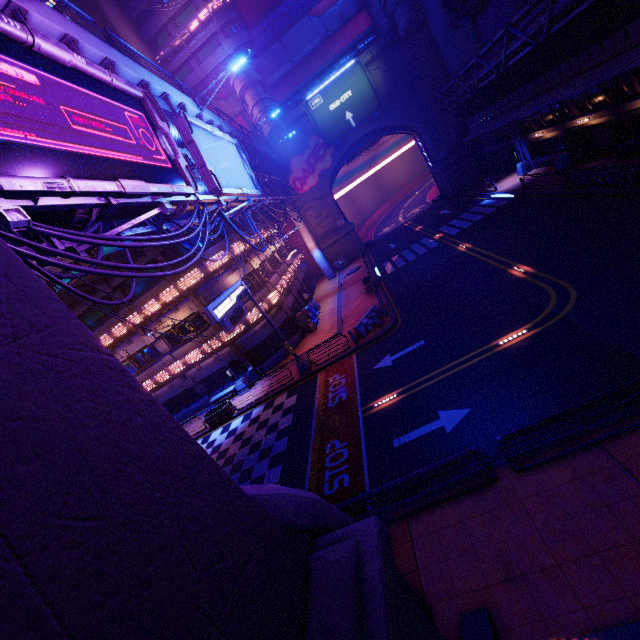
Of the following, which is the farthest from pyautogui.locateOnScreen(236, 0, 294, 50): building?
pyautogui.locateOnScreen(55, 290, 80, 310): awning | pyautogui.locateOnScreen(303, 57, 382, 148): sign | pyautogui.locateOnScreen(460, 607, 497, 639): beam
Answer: pyautogui.locateOnScreen(55, 290, 80, 310): awning

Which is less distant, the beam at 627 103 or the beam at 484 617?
the beam at 484 617

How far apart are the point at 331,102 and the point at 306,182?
8.90m

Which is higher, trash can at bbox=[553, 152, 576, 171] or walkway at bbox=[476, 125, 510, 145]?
walkway at bbox=[476, 125, 510, 145]

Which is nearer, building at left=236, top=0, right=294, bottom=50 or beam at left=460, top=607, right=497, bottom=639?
beam at left=460, top=607, right=497, bottom=639

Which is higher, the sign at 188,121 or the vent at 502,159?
the sign at 188,121

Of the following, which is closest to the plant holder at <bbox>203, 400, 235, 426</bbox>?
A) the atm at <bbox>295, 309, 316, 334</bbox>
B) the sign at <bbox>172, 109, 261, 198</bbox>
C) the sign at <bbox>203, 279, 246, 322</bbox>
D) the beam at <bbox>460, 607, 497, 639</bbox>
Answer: the sign at <bbox>203, 279, 246, 322</bbox>

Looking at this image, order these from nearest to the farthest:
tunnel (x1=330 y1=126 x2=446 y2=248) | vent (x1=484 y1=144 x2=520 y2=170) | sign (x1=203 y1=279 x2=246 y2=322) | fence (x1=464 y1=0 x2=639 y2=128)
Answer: sign (x1=203 y1=279 x2=246 y2=322)
fence (x1=464 y1=0 x2=639 y2=128)
vent (x1=484 y1=144 x2=520 y2=170)
tunnel (x1=330 y1=126 x2=446 y2=248)
